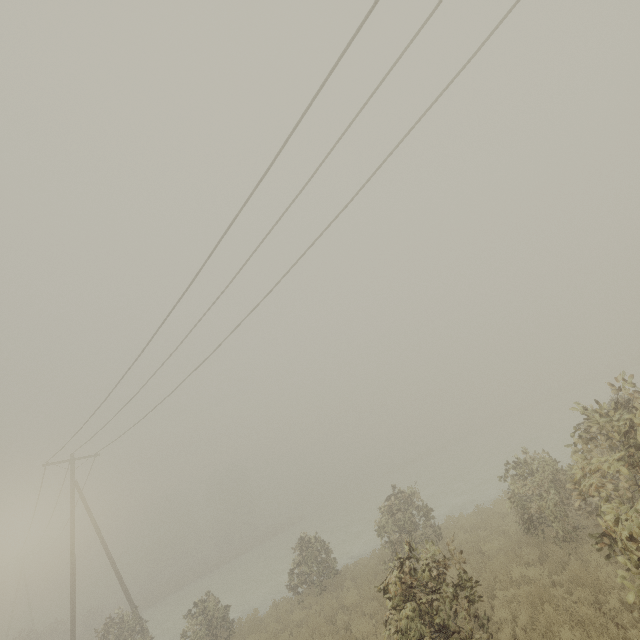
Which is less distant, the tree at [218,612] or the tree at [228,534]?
the tree at [218,612]

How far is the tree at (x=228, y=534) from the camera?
56.8 meters

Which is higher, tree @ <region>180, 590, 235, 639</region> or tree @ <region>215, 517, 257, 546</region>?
tree @ <region>215, 517, 257, 546</region>

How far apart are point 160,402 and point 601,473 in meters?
16.4

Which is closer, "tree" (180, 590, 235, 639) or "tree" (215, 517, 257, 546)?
"tree" (180, 590, 235, 639)

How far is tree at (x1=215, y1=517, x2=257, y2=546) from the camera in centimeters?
5684cm
